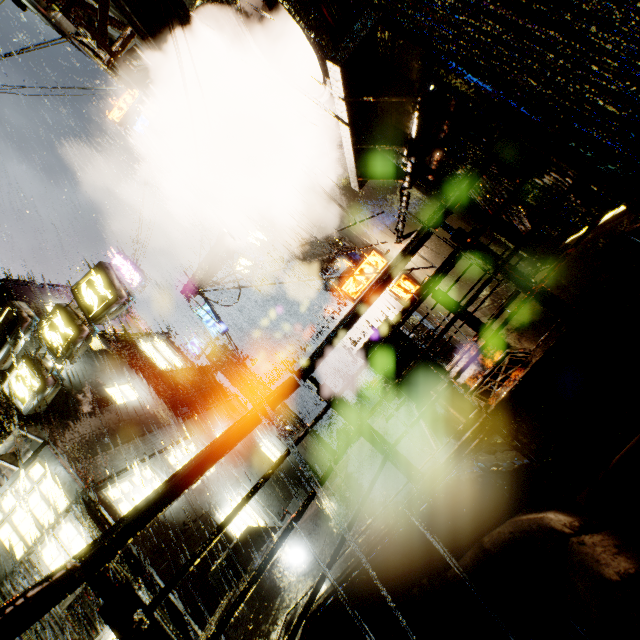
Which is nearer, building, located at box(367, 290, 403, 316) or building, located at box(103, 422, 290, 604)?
building, located at box(103, 422, 290, 604)

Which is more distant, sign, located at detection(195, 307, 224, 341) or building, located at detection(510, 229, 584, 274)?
sign, located at detection(195, 307, 224, 341)

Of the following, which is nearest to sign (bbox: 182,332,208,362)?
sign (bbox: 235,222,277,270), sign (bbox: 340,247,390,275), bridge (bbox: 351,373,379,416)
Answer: sign (bbox: 235,222,277,270)

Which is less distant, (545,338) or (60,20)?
(545,338)

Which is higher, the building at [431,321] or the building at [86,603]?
the building at [86,603]

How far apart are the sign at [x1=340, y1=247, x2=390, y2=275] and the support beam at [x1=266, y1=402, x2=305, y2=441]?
9.35m

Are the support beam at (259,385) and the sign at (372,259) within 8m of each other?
no
